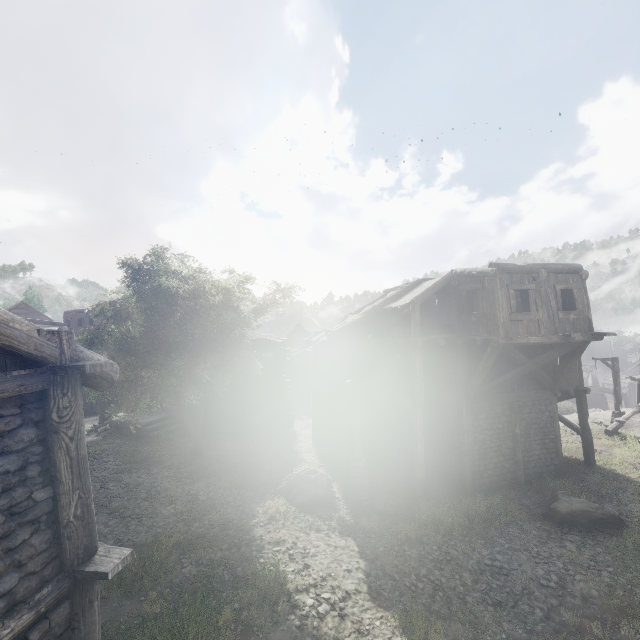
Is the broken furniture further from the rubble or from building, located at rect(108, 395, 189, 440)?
the rubble

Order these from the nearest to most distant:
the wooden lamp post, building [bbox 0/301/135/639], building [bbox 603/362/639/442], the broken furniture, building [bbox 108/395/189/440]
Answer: building [bbox 0/301/135/639], the wooden lamp post, the broken furniture, building [bbox 603/362/639/442], building [bbox 108/395/189/440]

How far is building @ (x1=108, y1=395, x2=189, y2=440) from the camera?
20.81m

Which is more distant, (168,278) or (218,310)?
(218,310)

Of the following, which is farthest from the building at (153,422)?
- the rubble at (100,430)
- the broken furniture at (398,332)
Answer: the broken furniture at (398,332)

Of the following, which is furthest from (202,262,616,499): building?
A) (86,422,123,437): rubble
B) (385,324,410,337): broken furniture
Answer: (385,324,410,337): broken furniture

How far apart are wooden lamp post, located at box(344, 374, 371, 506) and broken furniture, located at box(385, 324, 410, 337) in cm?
290
